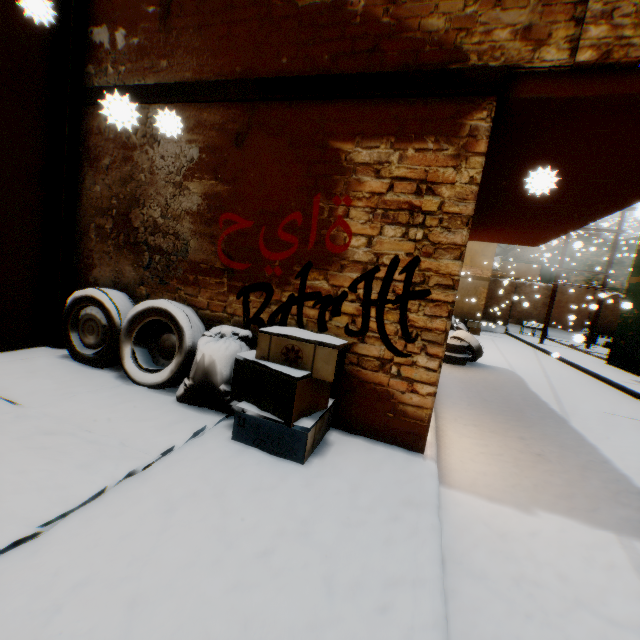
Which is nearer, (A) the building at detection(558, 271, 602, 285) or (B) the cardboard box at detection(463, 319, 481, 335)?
(B) the cardboard box at detection(463, 319, 481, 335)

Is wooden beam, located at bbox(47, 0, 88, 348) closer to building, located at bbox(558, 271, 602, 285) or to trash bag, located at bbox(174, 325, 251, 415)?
trash bag, located at bbox(174, 325, 251, 415)

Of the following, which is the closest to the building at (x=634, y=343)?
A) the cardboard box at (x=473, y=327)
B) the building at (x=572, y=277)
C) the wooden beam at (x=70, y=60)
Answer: the wooden beam at (x=70, y=60)

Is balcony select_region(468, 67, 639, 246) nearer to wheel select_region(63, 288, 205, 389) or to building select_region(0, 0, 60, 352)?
building select_region(0, 0, 60, 352)

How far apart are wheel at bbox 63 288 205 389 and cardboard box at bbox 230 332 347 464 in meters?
0.4

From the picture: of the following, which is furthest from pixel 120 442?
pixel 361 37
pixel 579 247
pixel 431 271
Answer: pixel 579 247

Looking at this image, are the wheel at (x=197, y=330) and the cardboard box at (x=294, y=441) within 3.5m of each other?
yes

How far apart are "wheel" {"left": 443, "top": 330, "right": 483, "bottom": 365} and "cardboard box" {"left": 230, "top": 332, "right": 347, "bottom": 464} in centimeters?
531cm
